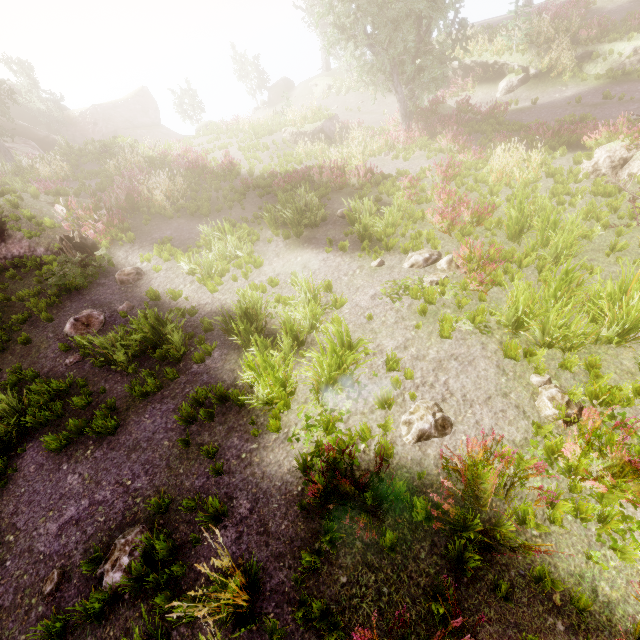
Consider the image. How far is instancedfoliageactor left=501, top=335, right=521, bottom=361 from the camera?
5.56m

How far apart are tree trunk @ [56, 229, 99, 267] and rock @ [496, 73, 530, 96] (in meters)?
23.12

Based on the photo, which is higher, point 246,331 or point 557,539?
point 246,331

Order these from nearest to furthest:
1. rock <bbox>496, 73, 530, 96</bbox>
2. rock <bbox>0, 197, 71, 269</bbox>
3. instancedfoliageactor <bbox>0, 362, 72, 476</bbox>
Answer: instancedfoliageactor <bbox>0, 362, 72, 476</bbox>, rock <bbox>0, 197, 71, 269</bbox>, rock <bbox>496, 73, 530, 96</bbox>

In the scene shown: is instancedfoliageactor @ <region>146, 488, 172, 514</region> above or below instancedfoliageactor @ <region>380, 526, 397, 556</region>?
above

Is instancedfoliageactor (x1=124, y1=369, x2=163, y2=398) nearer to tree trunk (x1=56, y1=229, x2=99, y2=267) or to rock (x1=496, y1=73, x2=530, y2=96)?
tree trunk (x1=56, y1=229, x2=99, y2=267)

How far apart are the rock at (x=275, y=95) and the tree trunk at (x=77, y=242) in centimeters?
3227cm

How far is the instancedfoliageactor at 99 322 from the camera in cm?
700
